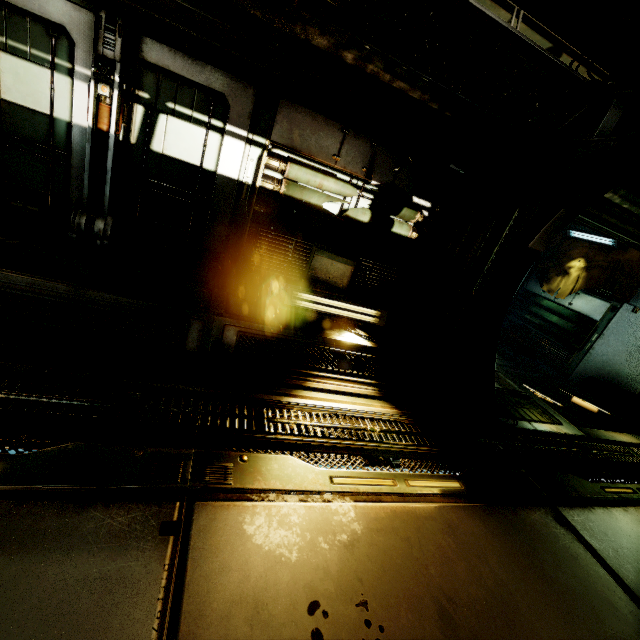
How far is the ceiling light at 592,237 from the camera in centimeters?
931cm

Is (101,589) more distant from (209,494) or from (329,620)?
(329,620)

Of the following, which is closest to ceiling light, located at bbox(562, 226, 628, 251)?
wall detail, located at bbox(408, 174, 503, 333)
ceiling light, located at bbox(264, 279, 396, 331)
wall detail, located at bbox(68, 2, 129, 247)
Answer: wall detail, located at bbox(408, 174, 503, 333)

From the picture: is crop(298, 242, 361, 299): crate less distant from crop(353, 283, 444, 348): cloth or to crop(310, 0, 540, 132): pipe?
crop(353, 283, 444, 348): cloth

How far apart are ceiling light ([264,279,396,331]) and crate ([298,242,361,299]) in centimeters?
2cm

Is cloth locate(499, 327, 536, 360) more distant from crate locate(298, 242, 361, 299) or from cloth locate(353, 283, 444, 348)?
crate locate(298, 242, 361, 299)

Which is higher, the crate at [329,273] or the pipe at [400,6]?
the pipe at [400,6]

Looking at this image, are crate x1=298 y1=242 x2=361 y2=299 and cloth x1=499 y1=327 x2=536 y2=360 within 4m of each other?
no
